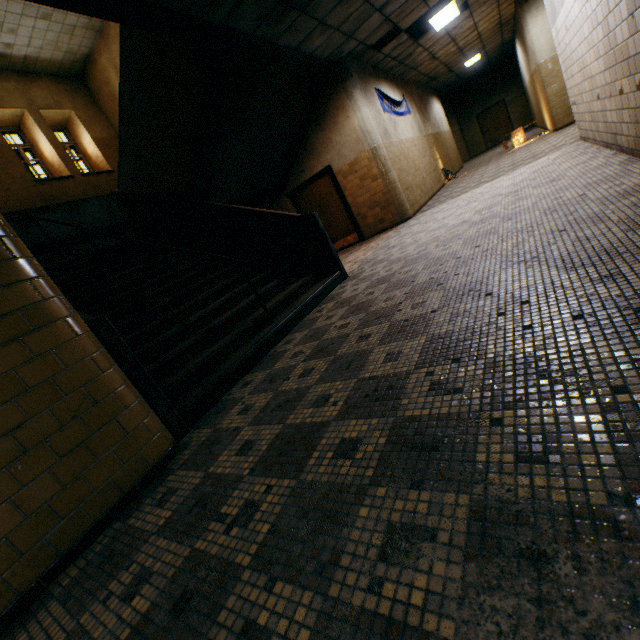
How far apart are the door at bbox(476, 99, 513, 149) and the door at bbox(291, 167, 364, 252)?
17.00m

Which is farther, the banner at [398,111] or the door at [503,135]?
the door at [503,135]

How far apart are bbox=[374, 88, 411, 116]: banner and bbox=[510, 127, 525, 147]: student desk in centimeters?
380cm

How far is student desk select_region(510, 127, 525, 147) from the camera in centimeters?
1164cm

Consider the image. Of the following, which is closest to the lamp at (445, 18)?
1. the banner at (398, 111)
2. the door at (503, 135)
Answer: the banner at (398, 111)

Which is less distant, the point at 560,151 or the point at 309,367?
the point at 309,367

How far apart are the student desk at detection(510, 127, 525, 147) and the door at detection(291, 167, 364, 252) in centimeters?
725cm

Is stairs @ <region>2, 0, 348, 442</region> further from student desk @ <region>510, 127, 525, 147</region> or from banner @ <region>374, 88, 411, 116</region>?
student desk @ <region>510, 127, 525, 147</region>
